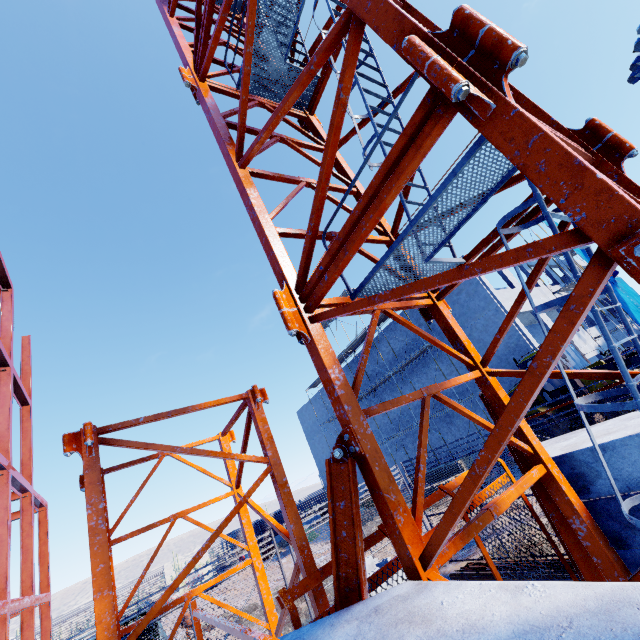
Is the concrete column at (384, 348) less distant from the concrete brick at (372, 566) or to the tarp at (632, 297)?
the tarp at (632, 297)

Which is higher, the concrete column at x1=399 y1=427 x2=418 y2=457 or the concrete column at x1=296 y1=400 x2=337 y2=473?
the concrete column at x1=296 y1=400 x2=337 y2=473

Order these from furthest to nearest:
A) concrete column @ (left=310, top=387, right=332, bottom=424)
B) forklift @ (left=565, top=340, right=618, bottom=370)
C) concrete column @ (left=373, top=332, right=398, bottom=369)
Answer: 1. concrete column @ (left=310, top=387, right=332, bottom=424)
2. concrete column @ (left=373, top=332, right=398, bottom=369)
3. forklift @ (left=565, top=340, right=618, bottom=370)

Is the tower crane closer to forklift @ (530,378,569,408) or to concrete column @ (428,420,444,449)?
forklift @ (530,378,569,408)

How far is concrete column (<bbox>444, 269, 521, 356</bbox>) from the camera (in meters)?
19.52

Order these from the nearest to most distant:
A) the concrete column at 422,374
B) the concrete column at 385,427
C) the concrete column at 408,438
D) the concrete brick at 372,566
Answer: the concrete brick at 372,566 → the concrete column at 422,374 → the concrete column at 408,438 → the concrete column at 385,427

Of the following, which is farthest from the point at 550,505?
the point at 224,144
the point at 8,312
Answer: the point at 8,312

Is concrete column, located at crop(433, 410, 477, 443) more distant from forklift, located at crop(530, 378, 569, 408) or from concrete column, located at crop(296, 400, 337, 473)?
forklift, located at crop(530, 378, 569, 408)
